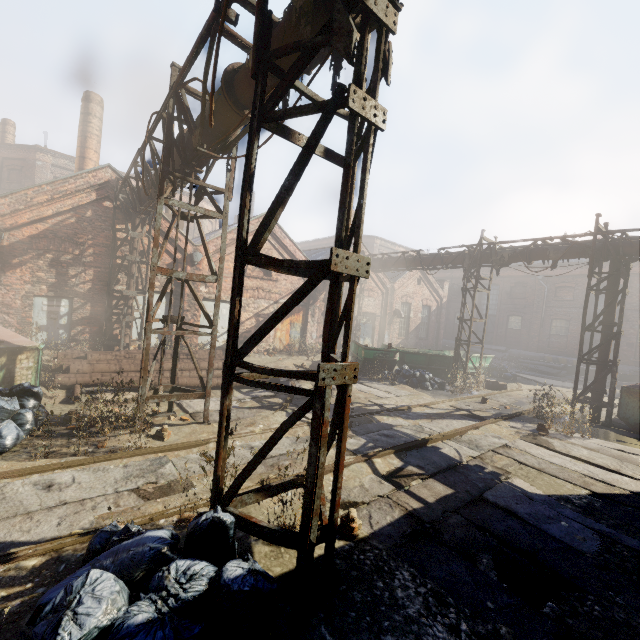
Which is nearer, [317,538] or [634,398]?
[317,538]

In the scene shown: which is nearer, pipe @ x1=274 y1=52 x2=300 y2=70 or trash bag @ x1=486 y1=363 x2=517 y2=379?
pipe @ x1=274 y1=52 x2=300 y2=70

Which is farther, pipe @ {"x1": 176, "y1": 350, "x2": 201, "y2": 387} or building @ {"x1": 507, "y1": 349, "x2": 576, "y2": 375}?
building @ {"x1": 507, "y1": 349, "x2": 576, "y2": 375}

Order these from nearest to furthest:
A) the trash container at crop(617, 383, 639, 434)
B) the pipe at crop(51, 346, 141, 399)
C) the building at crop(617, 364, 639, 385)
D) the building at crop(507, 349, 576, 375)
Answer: the pipe at crop(51, 346, 141, 399), the trash container at crop(617, 383, 639, 434), the building at crop(617, 364, 639, 385), the building at crop(507, 349, 576, 375)

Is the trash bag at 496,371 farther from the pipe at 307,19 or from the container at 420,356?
the pipe at 307,19

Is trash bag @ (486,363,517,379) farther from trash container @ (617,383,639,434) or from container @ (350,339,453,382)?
trash container @ (617,383,639,434)

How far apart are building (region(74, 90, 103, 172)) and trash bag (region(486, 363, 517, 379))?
23.9m

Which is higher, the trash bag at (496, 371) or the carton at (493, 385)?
the trash bag at (496, 371)
